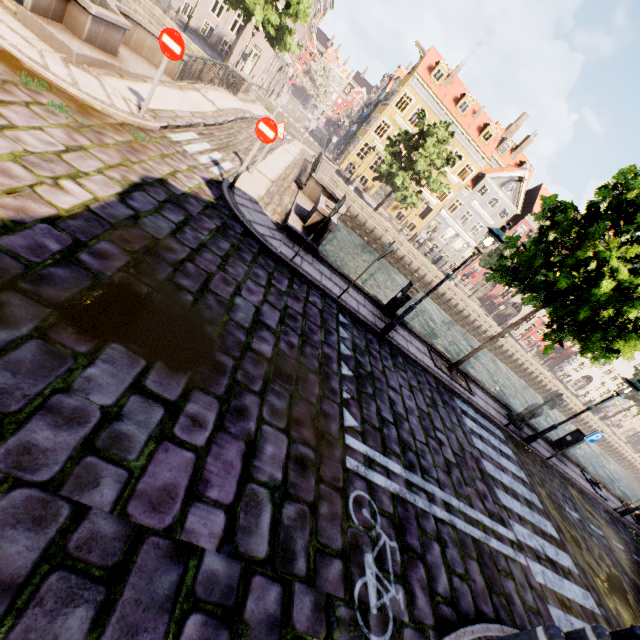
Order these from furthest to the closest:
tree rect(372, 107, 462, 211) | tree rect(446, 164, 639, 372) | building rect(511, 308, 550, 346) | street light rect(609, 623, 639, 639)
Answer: building rect(511, 308, 550, 346), tree rect(372, 107, 462, 211), tree rect(446, 164, 639, 372), street light rect(609, 623, 639, 639)

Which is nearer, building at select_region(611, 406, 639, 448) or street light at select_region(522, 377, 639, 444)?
street light at select_region(522, 377, 639, 444)

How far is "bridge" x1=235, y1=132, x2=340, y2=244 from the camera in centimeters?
937cm

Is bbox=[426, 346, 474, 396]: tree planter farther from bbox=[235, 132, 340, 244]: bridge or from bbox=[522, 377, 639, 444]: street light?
bbox=[235, 132, 340, 244]: bridge

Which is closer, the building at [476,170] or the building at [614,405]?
A: the building at [476,170]

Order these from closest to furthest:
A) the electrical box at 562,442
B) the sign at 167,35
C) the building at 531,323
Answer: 1. the sign at 167,35
2. the electrical box at 562,442
3. the building at 531,323

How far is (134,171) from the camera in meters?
5.9 m

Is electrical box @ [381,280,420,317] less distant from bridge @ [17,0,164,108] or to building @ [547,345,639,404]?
bridge @ [17,0,164,108]
